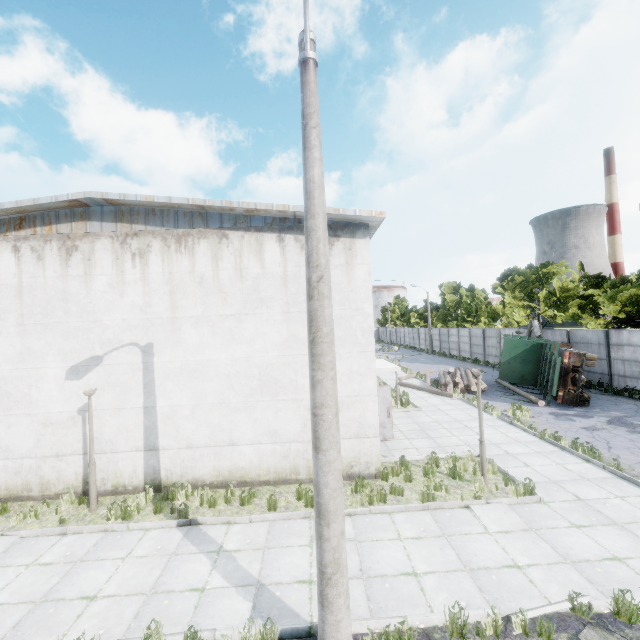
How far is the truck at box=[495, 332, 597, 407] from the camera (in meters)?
16.25

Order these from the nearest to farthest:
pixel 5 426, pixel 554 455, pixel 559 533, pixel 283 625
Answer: pixel 283 625, pixel 559 533, pixel 5 426, pixel 554 455

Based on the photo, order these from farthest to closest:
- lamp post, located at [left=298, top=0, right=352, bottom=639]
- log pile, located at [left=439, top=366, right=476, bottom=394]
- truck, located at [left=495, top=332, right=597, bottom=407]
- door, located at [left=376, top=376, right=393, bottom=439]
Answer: log pile, located at [left=439, top=366, right=476, bottom=394]
truck, located at [left=495, top=332, right=597, bottom=407]
door, located at [left=376, top=376, right=393, bottom=439]
lamp post, located at [left=298, top=0, right=352, bottom=639]

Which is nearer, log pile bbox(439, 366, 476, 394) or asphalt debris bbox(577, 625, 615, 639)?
asphalt debris bbox(577, 625, 615, 639)

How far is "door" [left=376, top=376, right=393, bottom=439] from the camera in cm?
1297

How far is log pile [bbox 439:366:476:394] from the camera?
20.1m

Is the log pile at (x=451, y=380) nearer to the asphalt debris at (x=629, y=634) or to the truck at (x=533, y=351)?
the truck at (x=533, y=351)

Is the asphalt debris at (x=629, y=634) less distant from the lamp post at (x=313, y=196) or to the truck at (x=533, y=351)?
the lamp post at (x=313, y=196)
